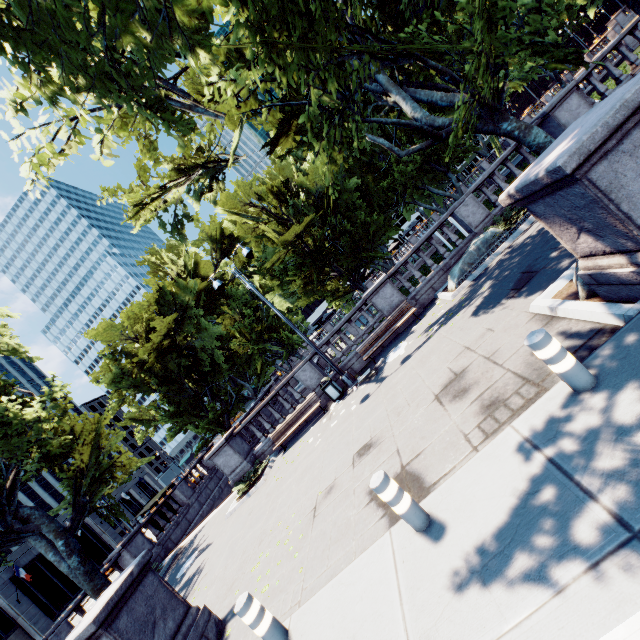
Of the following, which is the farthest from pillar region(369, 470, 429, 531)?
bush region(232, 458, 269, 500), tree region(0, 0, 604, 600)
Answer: bush region(232, 458, 269, 500)

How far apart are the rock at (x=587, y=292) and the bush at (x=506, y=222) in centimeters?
640cm

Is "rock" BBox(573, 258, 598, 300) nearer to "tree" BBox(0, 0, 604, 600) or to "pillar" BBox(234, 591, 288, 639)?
"tree" BBox(0, 0, 604, 600)

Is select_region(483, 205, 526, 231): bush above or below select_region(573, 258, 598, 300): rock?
above

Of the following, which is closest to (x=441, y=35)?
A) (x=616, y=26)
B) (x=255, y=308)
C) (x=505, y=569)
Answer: (x=505, y=569)

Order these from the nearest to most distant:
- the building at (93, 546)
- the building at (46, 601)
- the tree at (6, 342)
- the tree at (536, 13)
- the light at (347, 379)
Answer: the tree at (536, 13) → the light at (347, 379) → the tree at (6, 342) → the building at (46, 601) → the building at (93, 546)

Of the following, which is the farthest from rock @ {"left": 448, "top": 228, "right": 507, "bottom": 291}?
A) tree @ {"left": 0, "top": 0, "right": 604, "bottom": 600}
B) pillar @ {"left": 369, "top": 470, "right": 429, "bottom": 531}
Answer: pillar @ {"left": 369, "top": 470, "right": 429, "bottom": 531}

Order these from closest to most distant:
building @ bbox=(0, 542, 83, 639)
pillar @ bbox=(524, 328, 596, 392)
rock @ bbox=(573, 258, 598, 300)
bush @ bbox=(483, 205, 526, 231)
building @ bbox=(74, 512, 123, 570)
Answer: pillar @ bbox=(524, 328, 596, 392)
rock @ bbox=(573, 258, 598, 300)
bush @ bbox=(483, 205, 526, 231)
building @ bbox=(0, 542, 83, 639)
building @ bbox=(74, 512, 123, 570)
